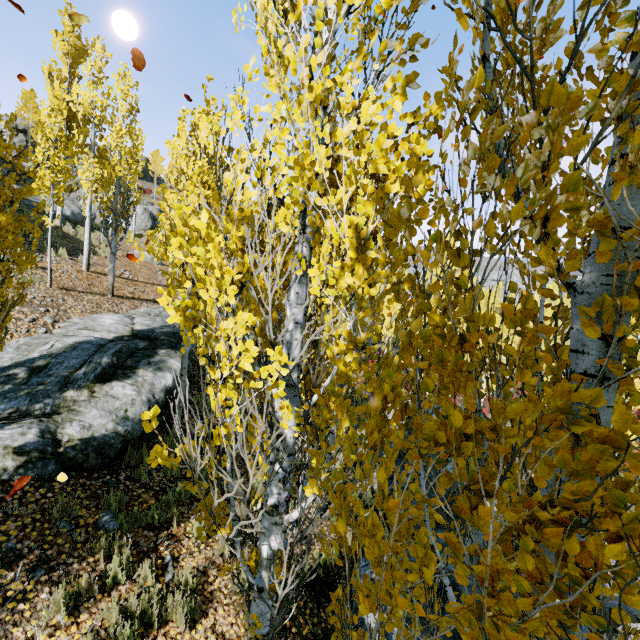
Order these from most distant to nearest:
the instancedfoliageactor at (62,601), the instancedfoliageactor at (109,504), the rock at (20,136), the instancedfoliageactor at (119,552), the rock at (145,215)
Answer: the rock at (20,136)
the rock at (145,215)
the instancedfoliageactor at (109,504)
the instancedfoliageactor at (119,552)
the instancedfoliageactor at (62,601)

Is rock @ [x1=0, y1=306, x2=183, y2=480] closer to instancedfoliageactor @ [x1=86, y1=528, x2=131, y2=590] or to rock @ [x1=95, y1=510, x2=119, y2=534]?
instancedfoliageactor @ [x1=86, y1=528, x2=131, y2=590]

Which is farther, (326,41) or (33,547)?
(33,547)

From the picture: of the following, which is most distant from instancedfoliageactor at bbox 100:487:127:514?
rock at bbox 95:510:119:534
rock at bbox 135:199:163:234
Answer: rock at bbox 135:199:163:234

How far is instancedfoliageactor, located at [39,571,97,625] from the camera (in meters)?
3.45

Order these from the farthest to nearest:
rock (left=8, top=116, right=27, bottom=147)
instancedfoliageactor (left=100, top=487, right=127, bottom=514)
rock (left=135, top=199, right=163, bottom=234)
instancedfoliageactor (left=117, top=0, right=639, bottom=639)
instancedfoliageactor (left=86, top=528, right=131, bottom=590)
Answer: rock (left=8, top=116, right=27, bottom=147) < rock (left=135, top=199, right=163, bottom=234) < instancedfoliageactor (left=100, top=487, right=127, bottom=514) < instancedfoliageactor (left=86, top=528, right=131, bottom=590) < instancedfoliageactor (left=117, top=0, right=639, bottom=639)

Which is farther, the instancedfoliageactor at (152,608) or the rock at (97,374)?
the rock at (97,374)
